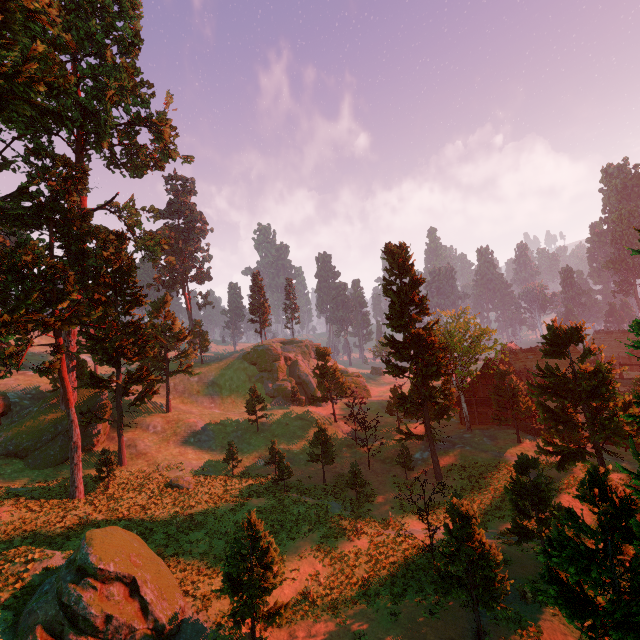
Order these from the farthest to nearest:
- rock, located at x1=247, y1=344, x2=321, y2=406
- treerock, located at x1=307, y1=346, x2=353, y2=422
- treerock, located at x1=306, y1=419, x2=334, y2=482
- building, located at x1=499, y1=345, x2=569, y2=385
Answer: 1. rock, located at x1=247, y1=344, x2=321, y2=406
2. building, located at x1=499, y1=345, x2=569, y2=385
3. treerock, located at x1=307, y1=346, x2=353, y2=422
4. treerock, located at x1=306, y1=419, x2=334, y2=482

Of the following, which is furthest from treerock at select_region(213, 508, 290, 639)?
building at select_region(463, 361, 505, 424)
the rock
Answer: the rock

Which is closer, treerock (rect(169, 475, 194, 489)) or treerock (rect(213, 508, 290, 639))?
treerock (rect(213, 508, 290, 639))

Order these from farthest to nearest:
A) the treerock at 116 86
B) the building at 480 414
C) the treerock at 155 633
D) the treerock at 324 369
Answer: the treerock at 324 369, the building at 480 414, the treerock at 116 86, the treerock at 155 633

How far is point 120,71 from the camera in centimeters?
3241cm

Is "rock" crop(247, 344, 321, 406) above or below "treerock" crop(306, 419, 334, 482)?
above

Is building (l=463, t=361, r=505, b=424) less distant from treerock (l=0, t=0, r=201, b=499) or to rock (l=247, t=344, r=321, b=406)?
treerock (l=0, t=0, r=201, b=499)

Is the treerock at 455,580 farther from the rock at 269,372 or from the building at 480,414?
the rock at 269,372
